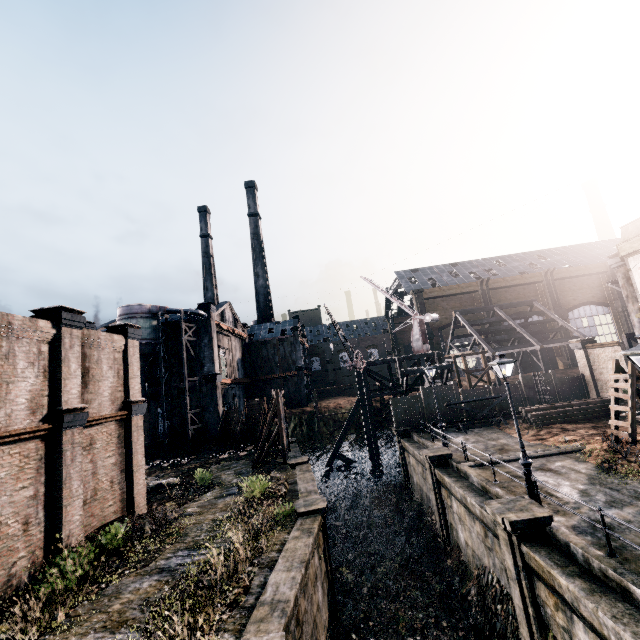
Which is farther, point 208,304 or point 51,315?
point 208,304

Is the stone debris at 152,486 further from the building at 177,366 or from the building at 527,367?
the building at 527,367

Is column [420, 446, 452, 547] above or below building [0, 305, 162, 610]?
below

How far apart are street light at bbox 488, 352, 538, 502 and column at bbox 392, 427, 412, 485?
15.53m

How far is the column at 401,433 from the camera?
27.69m

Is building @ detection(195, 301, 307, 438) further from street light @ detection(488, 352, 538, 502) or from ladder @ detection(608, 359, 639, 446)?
ladder @ detection(608, 359, 639, 446)

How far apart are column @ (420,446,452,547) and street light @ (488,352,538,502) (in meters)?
6.38

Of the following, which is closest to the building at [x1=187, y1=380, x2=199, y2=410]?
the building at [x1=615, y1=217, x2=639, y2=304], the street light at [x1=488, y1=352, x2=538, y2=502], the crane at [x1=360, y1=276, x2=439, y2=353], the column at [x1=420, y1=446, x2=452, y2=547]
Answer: the column at [x1=420, y1=446, x2=452, y2=547]
